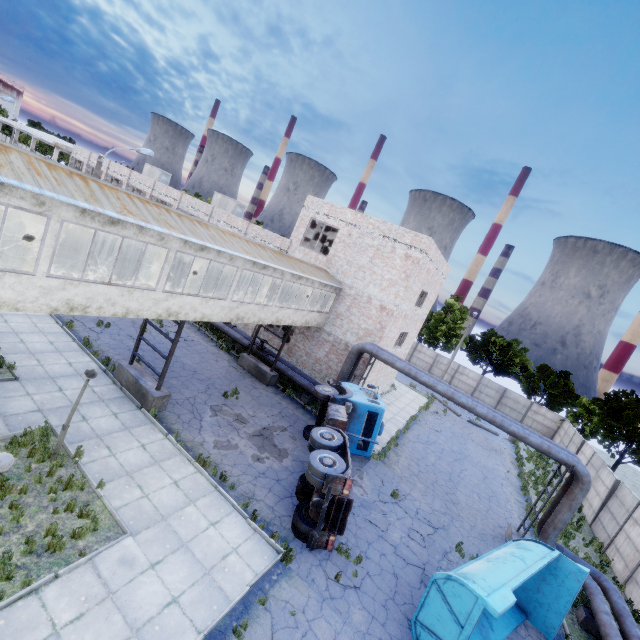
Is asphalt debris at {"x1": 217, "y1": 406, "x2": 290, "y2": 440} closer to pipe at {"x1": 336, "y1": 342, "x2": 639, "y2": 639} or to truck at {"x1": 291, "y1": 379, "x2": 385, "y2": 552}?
truck at {"x1": 291, "y1": 379, "x2": 385, "y2": 552}

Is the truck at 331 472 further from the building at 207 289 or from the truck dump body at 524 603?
the building at 207 289

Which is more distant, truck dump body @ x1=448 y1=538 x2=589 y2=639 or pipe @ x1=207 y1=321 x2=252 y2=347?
pipe @ x1=207 y1=321 x2=252 y2=347

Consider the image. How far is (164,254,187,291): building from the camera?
14.8m

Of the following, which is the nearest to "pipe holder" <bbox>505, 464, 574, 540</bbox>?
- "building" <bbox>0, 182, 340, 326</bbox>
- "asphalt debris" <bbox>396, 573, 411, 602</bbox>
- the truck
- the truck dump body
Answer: the truck dump body

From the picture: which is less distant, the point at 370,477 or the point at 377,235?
the point at 370,477

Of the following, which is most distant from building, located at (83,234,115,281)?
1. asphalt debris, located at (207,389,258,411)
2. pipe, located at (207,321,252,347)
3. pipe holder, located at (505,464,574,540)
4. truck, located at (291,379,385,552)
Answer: pipe holder, located at (505,464,574,540)

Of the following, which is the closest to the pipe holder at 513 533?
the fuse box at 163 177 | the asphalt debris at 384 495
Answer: the asphalt debris at 384 495
